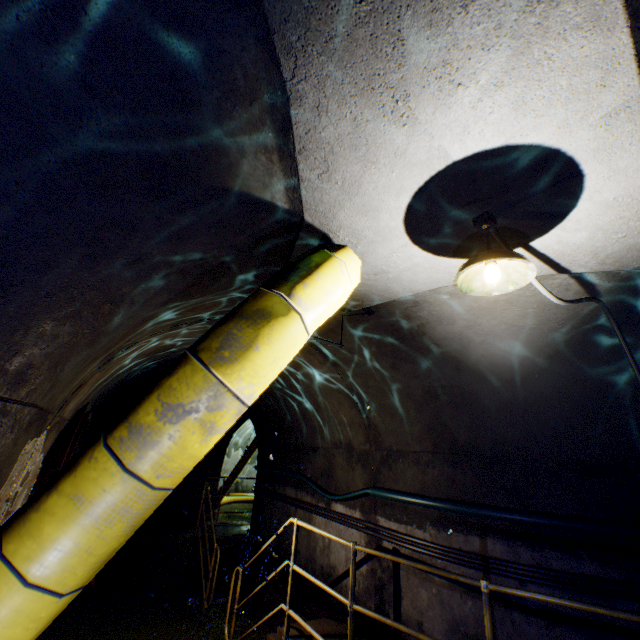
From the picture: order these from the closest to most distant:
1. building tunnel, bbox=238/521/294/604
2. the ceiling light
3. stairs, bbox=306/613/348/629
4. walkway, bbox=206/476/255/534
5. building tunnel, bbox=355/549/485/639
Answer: the ceiling light
building tunnel, bbox=238/521/294/604
building tunnel, bbox=355/549/485/639
stairs, bbox=306/613/348/629
walkway, bbox=206/476/255/534

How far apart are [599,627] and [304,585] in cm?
469

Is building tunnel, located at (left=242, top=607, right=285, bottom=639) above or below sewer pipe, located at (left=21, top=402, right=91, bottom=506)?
below

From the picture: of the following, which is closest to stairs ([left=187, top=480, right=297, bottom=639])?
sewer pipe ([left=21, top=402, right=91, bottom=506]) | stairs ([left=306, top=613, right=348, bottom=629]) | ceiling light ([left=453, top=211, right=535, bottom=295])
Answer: stairs ([left=306, top=613, right=348, bottom=629])

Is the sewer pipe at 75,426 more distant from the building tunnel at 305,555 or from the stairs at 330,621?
the stairs at 330,621

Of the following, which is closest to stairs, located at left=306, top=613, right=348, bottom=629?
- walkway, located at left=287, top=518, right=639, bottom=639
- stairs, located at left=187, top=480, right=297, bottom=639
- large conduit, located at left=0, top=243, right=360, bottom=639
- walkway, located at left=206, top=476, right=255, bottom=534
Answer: walkway, located at left=287, top=518, right=639, bottom=639

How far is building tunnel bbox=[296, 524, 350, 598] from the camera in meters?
5.3

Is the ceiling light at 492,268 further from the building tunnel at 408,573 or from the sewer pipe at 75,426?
the sewer pipe at 75,426
